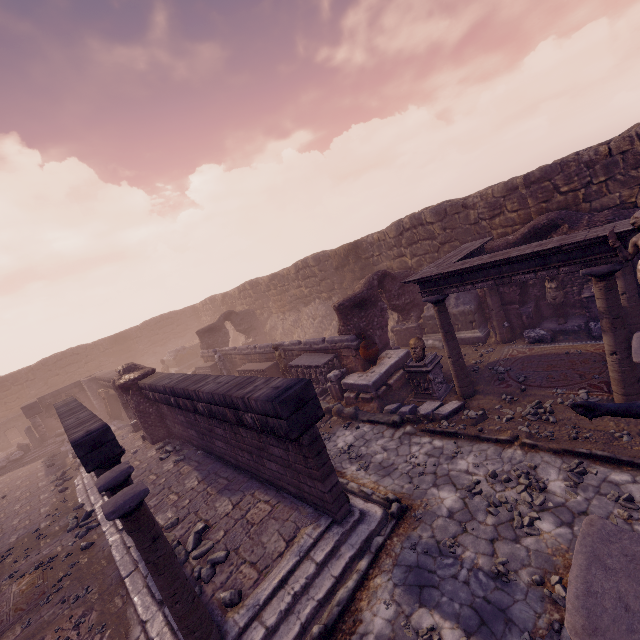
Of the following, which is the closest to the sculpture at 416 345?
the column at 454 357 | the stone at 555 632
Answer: the column at 454 357

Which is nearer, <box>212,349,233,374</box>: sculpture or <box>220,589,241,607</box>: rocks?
<box>220,589,241,607</box>: rocks

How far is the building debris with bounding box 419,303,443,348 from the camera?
12.9 meters

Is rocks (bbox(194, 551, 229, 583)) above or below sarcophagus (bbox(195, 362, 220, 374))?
below

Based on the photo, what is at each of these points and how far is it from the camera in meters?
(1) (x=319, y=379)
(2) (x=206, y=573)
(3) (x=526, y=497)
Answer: (1) sarcophagus, 11.8 m
(2) rocks, 5.6 m
(3) stone, 5.3 m

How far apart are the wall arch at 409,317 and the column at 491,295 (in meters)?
2.89

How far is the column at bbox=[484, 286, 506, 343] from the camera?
10.8m

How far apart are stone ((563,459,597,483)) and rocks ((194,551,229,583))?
6.0 meters
